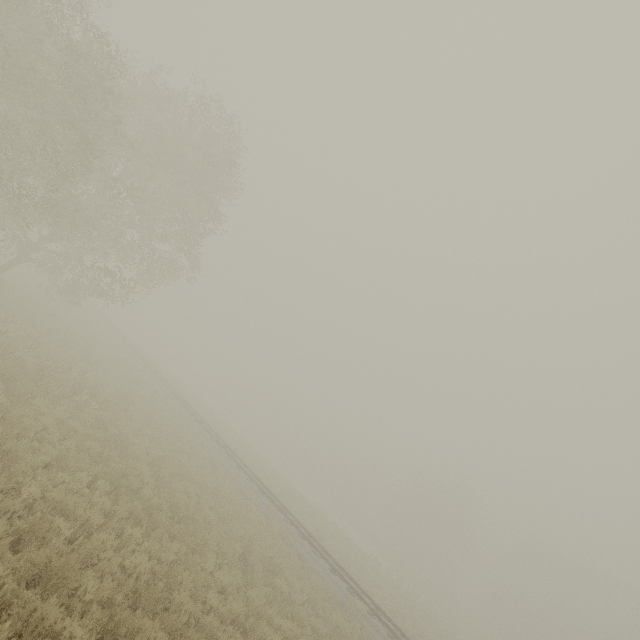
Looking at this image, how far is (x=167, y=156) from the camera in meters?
18.8
